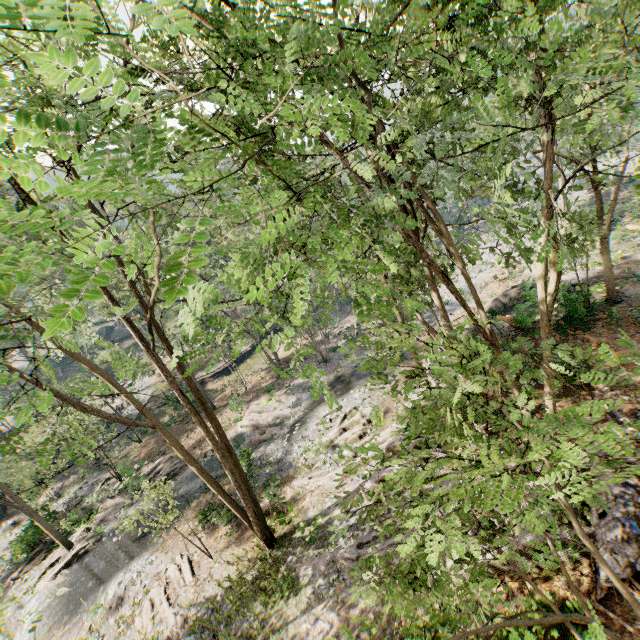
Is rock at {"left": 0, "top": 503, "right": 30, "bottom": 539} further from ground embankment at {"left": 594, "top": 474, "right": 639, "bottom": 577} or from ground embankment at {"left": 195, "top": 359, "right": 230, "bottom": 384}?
ground embankment at {"left": 594, "top": 474, "right": 639, "bottom": 577}

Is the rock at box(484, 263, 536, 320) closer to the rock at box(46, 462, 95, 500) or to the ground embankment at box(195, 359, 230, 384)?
the ground embankment at box(195, 359, 230, 384)

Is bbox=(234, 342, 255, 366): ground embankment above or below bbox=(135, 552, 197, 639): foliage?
above

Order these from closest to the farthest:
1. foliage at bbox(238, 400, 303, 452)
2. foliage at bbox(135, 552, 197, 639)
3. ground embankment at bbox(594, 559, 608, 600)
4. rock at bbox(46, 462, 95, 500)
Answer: ground embankment at bbox(594, 559, 608, 600), foliage at bbox(135, 552, 197, 639), foliage at bbox(238, 400, 303, 452), rock at bbox(46, 462, 95, 500)

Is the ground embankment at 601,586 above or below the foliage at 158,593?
above

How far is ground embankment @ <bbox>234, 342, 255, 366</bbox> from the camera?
42.7 meters

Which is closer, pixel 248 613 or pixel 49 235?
pixel 49 235

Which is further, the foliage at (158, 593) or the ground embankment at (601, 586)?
the foliage at (158, 593)
